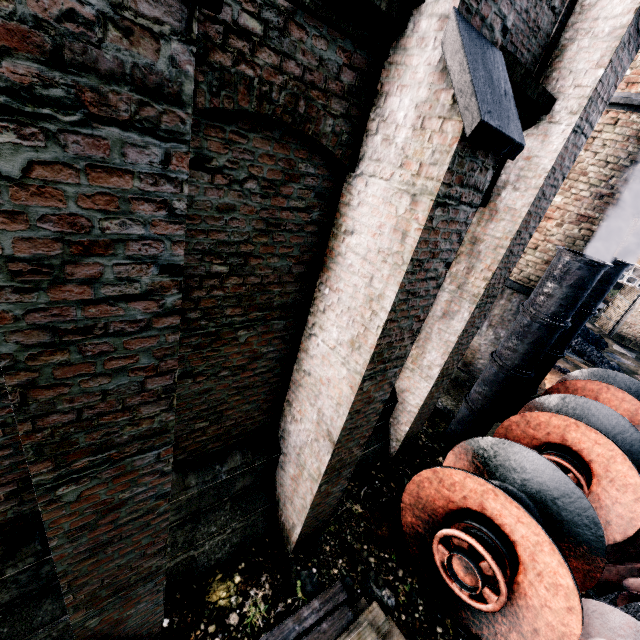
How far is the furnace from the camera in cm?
1070

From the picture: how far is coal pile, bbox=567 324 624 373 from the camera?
17.05m

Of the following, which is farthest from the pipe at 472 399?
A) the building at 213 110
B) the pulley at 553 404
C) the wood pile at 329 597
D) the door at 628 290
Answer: the door at 628 290

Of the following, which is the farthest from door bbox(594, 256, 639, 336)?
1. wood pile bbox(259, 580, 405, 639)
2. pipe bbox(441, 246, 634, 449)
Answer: wood pile bbox(259, 580, 405, 639)

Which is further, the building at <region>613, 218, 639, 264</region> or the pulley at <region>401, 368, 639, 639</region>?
the building at <region>613, 218, 639, 264</region>

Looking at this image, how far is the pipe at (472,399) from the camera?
6.8m

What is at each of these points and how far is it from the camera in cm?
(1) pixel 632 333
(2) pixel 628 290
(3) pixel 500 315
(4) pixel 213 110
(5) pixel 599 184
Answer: (1) building, 2233
(2) door, 2305
(3) furnace, 1116
(4) building, 271
(5) chimney, 930

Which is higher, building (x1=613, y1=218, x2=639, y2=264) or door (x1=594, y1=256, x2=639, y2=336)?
building (x1=613, y1=218, x2=639, y2=264)
